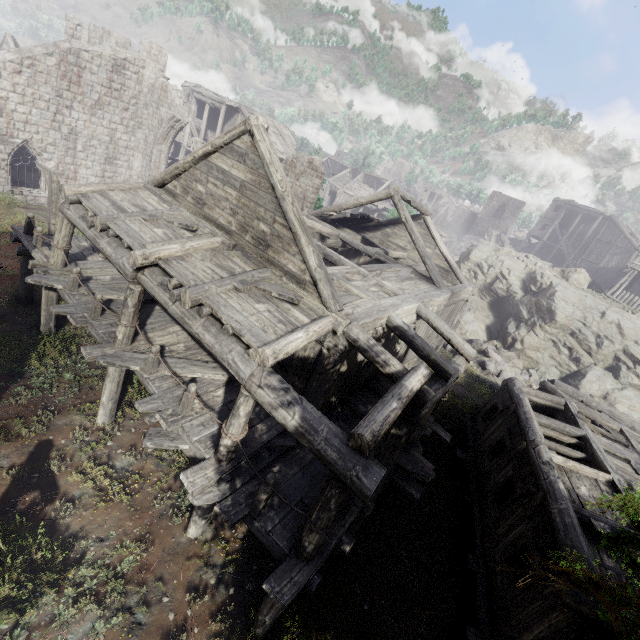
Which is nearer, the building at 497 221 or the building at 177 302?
the building at 177 302

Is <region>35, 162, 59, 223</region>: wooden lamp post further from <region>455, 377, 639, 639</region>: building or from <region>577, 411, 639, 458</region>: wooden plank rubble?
<region>577, 411, 639, 458</region>: wooden plank rubble

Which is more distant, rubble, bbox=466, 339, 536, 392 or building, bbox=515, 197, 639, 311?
building, bbox=515, 197, 639, 311

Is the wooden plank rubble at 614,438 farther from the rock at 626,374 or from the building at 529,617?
the rock at 626,374

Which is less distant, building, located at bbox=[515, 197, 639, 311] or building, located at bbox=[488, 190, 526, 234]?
building, located at bbox=[515, 197, 639, 311]

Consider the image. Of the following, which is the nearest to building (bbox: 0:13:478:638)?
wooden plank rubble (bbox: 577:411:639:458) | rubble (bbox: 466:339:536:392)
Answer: wooden plank rubble (bbox: 577:411:639:458)

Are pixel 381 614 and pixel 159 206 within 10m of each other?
no

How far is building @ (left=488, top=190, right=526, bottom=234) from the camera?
57.6 meters
